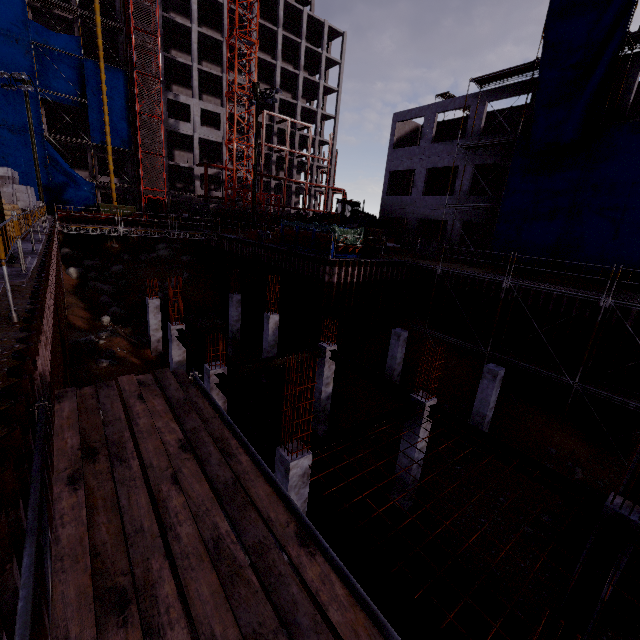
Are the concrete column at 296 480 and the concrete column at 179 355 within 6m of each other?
no

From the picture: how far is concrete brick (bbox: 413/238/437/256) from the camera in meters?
25.3 m

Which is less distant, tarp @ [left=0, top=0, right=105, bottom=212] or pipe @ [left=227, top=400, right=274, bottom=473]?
pipe @ [left=227, top=400, right=274, bottom=473]

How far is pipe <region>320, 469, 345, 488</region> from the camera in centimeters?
989cm

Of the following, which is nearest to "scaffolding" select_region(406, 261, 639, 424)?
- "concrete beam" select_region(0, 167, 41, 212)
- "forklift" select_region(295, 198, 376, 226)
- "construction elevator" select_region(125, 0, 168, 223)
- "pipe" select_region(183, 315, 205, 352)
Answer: "pipe" select_region(183, 315, 205, 352)

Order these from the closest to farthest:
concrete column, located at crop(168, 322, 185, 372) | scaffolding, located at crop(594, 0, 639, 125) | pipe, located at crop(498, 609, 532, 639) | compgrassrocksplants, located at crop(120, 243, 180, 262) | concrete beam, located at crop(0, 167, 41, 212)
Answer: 1. pipe, located at crop(498, 609, 532, 639)
2. concrete column, located at crop(168, 322, 185, 372)
3. scaffolding, located at crop(594, 0, 639, 125)
4. concrete beam, located at crop(0, 167, 41, 212)
5. compgrassrocksplants, located at crop(120, 243, 180, 262)

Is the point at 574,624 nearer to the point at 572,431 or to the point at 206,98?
the point at 572,431

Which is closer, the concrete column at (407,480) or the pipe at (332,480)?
the pipe at (332,480)
